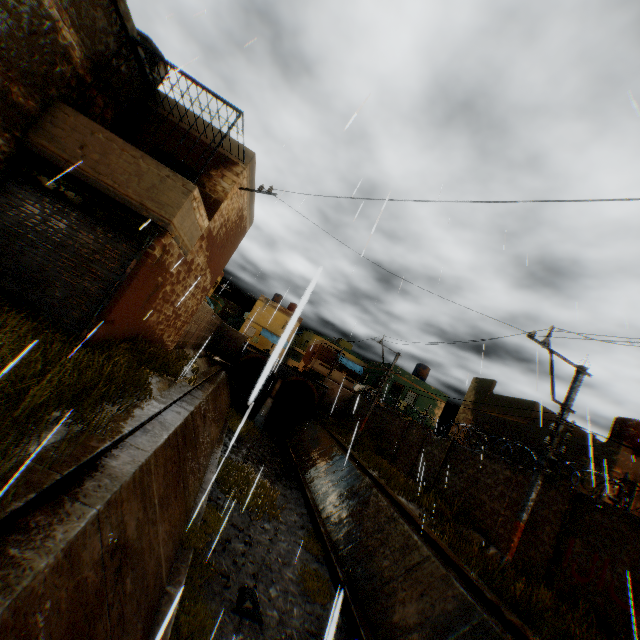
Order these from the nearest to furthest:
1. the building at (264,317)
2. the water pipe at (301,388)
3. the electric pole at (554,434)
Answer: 1. the building at (264,317)
2. the electric pole at (554,434)
3. the water pipe at (301,388)

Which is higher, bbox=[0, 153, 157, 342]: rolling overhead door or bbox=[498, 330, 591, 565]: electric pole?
bbox=[498, 330, 591, 565]: electric pole

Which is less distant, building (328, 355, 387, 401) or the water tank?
the water tank

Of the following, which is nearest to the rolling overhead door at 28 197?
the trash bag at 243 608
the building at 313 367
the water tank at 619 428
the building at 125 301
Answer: the building at 125 301

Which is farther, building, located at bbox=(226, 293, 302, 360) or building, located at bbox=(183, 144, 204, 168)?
building, located at bbox=(183, 144, 204, 168)

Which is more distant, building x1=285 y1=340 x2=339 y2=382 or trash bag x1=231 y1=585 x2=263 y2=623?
building x1=285 y1=340 x2=339 y2=382

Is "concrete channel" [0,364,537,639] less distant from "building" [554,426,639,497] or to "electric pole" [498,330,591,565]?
"building" [554,426,639,497]

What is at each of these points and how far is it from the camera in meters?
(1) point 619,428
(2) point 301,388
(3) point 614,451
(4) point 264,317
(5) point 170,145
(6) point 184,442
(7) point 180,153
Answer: (1) water tank, 16.5
(2) water pipe, 33.9
(3) building, 13.7
(4) building, 45.8
(5) building, 10.3
(6) concrete channel, 8.8
(7) building, 10.3
